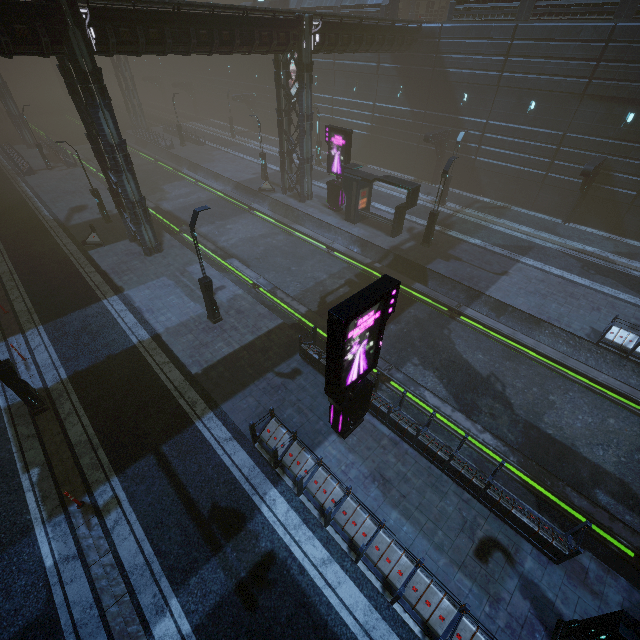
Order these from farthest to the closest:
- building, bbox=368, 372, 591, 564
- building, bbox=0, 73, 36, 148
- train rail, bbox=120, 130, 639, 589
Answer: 1. building, bbox=0, 73, 36, 148
2. train rail, bbox=120, 130, 639, 589
3. building, bbox=368, 372, 591, 564

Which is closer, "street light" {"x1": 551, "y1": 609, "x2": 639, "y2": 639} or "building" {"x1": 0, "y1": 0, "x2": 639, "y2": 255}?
"street light" {"x1": 551, "y1": 609, "x2": 639, "y2": 639}

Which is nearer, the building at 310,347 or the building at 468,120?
the building at 310,347

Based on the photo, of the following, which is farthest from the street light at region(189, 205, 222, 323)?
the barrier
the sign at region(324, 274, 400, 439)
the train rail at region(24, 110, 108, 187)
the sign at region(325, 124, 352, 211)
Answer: the sign at region(325, 124, 352, 211)

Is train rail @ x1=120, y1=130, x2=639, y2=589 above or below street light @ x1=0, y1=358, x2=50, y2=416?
below

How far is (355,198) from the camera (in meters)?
23.83

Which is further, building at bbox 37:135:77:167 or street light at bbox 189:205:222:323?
building at bbox 37:135:77:167

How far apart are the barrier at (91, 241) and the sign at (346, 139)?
16.7m
